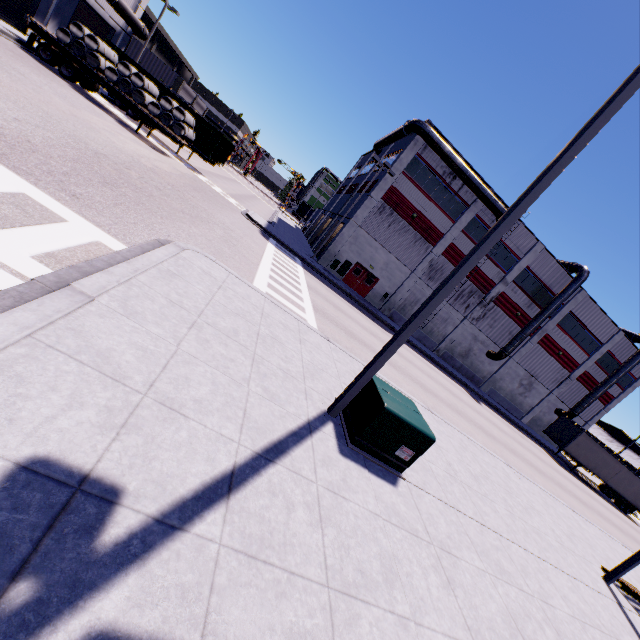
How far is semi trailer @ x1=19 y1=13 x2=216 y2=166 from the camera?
19.0 meters

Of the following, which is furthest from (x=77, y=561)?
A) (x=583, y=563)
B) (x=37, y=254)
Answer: (x=583, y=563)

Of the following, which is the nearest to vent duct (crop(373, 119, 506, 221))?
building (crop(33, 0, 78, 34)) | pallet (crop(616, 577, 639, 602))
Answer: building (crop(33, 0, 78, 34))

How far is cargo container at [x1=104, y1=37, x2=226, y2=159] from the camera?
25.3 meters

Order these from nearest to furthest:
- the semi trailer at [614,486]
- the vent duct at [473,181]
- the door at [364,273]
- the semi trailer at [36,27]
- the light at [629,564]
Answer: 1. the light at [629,564]
2. the semi trailer at [36,27]
3. the vent duct at [473,181]
4. the door at [364,273]
5. the semi trailer at [614,486]

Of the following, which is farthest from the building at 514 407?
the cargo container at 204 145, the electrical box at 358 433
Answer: the electrical box at 358 433

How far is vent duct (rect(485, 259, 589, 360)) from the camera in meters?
31.7 m

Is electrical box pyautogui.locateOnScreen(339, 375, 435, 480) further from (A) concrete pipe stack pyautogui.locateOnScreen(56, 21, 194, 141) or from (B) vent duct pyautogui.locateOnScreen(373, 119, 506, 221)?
(A) concrete pipe stack pyautogui.locateOnScreen(56, 21, 194, 141)
